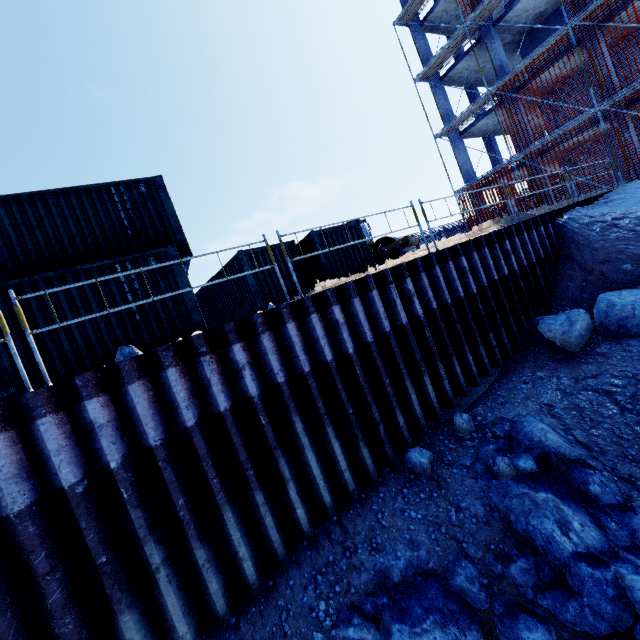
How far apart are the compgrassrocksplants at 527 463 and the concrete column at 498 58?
22.5 meters

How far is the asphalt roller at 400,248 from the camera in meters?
16.3 m

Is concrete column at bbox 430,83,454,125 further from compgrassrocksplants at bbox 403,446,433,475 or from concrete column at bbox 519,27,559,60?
compgrassrocksplants at bbox 403,446,433,475

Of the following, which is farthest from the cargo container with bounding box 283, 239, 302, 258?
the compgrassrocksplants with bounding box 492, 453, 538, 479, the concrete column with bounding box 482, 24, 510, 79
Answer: the concrete column with bounding box 482, 24, 510, 79

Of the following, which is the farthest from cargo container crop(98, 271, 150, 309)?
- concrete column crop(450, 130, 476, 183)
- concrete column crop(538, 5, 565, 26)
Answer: concrete column crop(538, 5, 565, 26)

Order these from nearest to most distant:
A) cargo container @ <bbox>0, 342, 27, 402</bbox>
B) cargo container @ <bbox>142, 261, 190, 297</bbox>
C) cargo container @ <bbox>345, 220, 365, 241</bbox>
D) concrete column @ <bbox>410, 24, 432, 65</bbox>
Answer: cargo container @ <bbox>0, 342, 27, 402</bbox> < cargo container @ <bbox>142, 261, 190, 297</bbox> < cargo container @ <bbox>345, 220, 365, 241</bbox> < concrete column @ <bbox>410, 24, 432, 65</bbox>

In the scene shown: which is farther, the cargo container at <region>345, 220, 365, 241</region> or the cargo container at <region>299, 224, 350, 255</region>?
the cargo container at <region>345, 220, 365, 241</region>

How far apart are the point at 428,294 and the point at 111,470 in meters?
6.5 m
